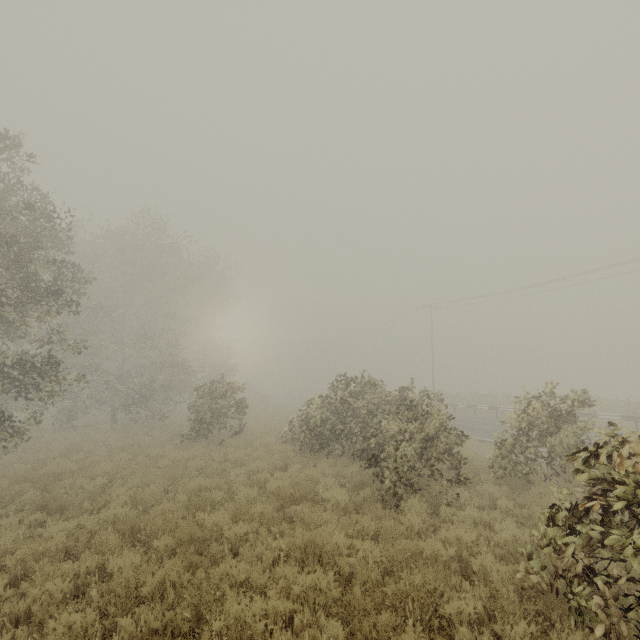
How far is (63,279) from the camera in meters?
10.1

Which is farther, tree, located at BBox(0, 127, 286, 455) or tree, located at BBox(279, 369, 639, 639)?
tree, located at BBox(0, 127, 286, 455)

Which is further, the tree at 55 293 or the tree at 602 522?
the tree at 55 293
